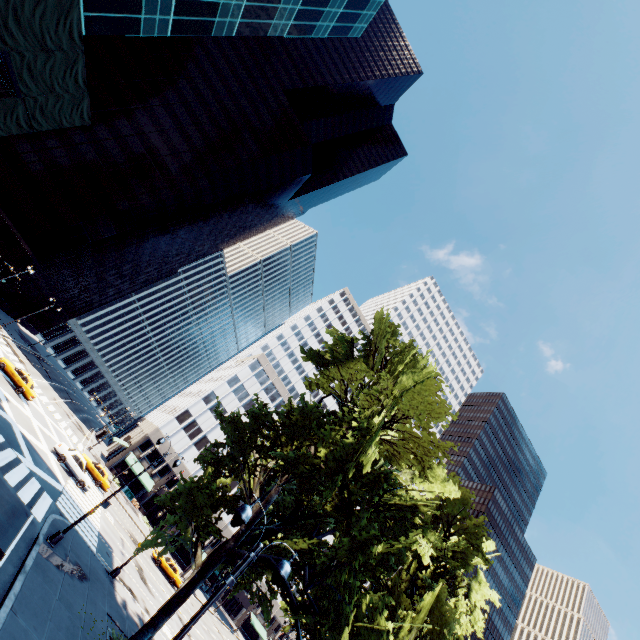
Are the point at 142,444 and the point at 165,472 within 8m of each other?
yes

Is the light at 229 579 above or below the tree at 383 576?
below

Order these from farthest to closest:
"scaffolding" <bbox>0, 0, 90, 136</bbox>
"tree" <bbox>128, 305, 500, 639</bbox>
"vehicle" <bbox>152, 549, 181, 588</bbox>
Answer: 1. "vehicle" <bbox>152, 549, 181, 588</bbox>
2. "scaffolding" <bbox>0, 0, 90, 136</bbox>
3. "tree" <bbox>128, 305, 500, 639</bbox>

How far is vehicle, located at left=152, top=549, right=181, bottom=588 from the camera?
38.4 meters

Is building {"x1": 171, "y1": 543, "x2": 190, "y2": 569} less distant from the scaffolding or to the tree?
the tree

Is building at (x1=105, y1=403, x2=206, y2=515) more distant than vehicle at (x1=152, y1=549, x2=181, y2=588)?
Yes

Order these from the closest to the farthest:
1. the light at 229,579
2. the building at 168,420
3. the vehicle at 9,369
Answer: the light at 229,579 < the vehicle at 9,369 < the building at 168,420

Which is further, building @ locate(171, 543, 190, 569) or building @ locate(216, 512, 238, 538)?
building @ locate(216, 512, 238, 538)
